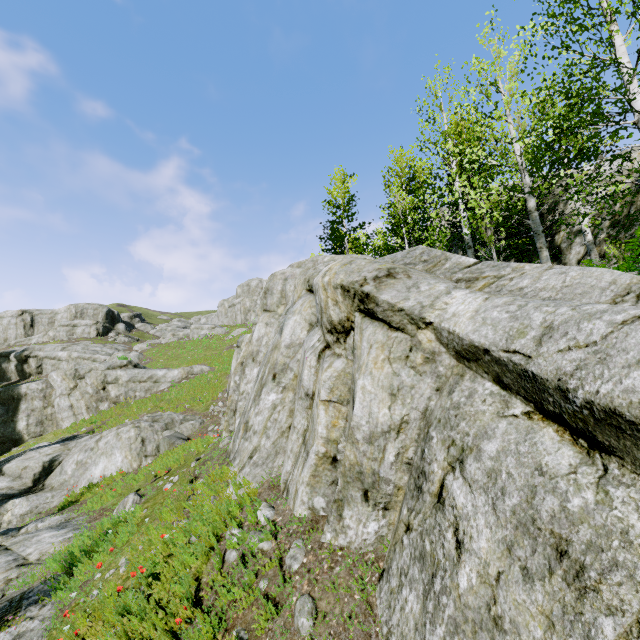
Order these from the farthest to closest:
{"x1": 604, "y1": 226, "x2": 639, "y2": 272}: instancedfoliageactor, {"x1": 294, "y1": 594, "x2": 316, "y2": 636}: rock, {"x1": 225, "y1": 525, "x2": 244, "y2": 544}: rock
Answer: {"x1": 604, "y1": 226, "x2": 639, "y2": 272}: instancedfoliageactor → {"x1": 225, "y1": 525, "x2": 244, "y2": 544}: rock → {"x1": 294, "y1": 594, "x2": 316, "y2": 636}: rock

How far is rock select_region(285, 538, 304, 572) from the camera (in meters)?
4.36

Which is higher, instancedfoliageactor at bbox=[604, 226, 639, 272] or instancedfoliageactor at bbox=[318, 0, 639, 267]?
instancedfoliageactor at bbox=[318, 0, 639, 267]

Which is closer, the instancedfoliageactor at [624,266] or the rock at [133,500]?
the instancedfoliageactor at [624,266]

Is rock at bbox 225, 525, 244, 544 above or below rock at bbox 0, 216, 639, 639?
below

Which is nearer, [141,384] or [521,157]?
[521,157]

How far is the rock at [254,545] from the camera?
4.8m
